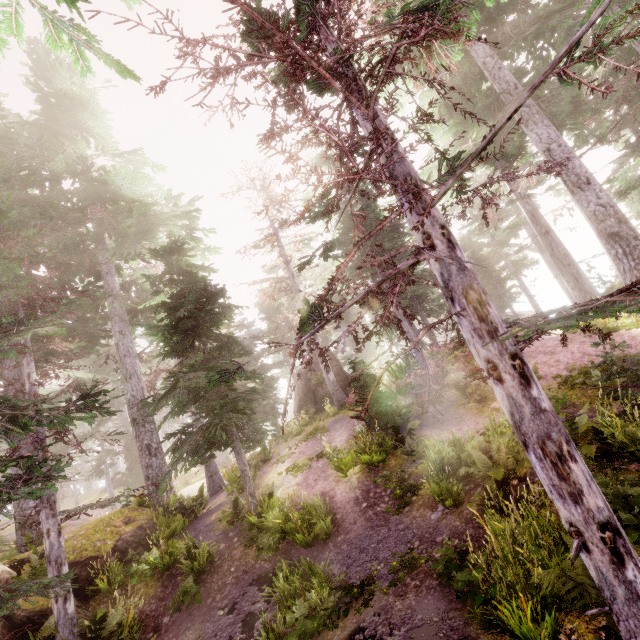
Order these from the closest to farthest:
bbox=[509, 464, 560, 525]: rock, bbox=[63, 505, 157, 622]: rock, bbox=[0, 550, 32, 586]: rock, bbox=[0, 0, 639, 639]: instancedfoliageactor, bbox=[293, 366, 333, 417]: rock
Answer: bbox=[0, 0, 639, 639]: instancedfoliageactor → bbox=[509, 464, 560, 525]: rock → bbox=[0, 550, 32, 586]: rock → bbox=[63, 505, 157, 622]: rock → bbox=[293, 366, 333, 417]: rock

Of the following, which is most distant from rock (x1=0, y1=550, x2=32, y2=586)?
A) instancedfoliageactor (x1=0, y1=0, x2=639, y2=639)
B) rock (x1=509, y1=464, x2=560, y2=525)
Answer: rock (x1=509, y1=464, x2=560, y2=525)

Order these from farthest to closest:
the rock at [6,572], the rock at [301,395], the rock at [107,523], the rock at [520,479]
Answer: the rock at [301,395], the rock at [107,523], the rock at [6,572], the rock at [520,479]

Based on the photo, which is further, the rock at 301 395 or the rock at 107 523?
the rock at 301 395

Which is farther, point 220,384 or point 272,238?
point 272,238

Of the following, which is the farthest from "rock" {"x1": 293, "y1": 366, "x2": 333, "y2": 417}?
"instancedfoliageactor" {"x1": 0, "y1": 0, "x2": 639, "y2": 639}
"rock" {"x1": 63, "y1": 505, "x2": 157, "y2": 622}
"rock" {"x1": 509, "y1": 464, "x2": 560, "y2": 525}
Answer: "rock" {"x1": 509, "y1": 464, "x2": 560, "y2": 525}
